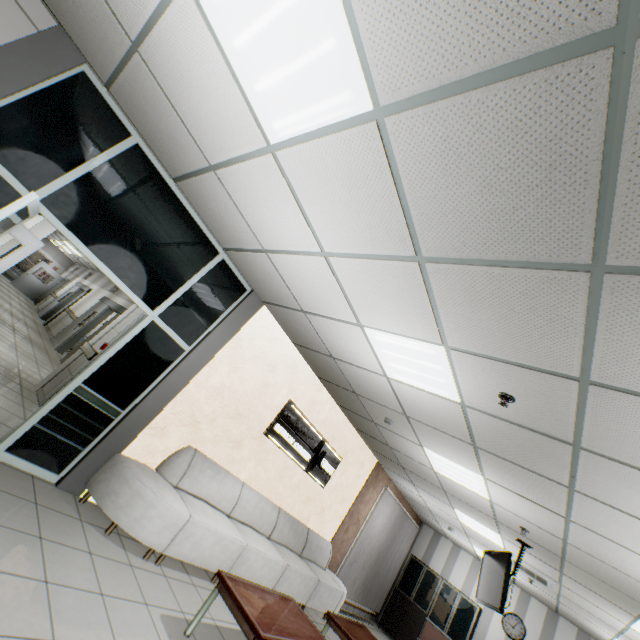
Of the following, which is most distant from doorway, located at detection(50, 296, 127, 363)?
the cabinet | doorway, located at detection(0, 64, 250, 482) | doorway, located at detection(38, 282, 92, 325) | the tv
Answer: the cabinet

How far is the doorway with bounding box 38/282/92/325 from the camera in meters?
14.1

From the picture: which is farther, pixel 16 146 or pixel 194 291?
pixel 194 291

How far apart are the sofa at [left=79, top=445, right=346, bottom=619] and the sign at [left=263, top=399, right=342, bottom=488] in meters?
0.8 m

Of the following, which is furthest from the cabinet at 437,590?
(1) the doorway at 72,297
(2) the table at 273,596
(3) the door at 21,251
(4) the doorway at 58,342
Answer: (1) the doorway at 72,297

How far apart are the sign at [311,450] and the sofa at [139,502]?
0.8m

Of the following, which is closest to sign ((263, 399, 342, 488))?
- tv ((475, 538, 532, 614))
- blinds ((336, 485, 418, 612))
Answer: blinds ((336, 485, 418, 612))

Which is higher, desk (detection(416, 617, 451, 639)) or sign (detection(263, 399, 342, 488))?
sign (detection(263, 399, 342, 488))
